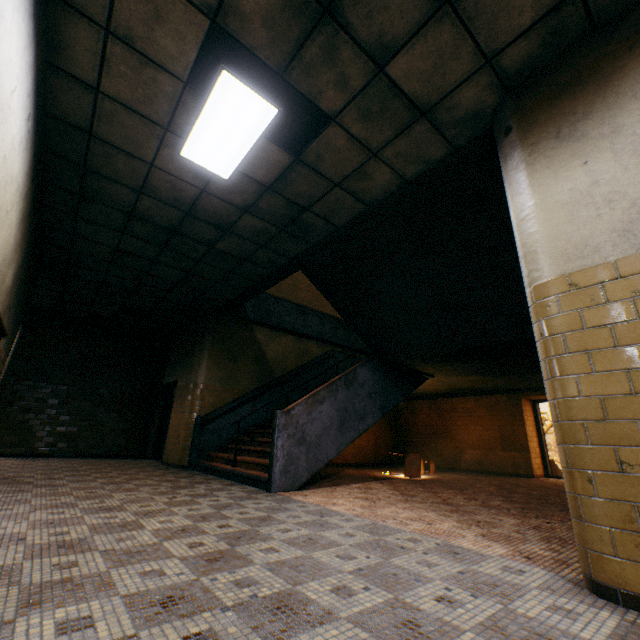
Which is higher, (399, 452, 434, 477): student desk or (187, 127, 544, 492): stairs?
(187, 127, 544, 492): stairs

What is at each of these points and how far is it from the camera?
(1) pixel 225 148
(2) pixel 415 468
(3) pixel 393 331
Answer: (1) lamp, 3.8m
(2) student desk, 7.7m
(3) stairs, 6.3m

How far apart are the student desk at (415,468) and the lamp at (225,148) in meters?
6.9

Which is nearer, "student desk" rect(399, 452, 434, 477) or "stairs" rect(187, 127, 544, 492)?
"stairs" rect(187, 127, 544, 492)

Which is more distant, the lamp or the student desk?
the student desk

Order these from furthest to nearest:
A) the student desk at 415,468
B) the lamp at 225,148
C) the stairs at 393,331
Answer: the student desk at 415,468 → the stairs at 393,331 → the lamp at 225,148

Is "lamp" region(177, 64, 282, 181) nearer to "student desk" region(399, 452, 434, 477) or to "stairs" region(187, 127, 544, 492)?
"stairs" region(187, 127, 544, 492)

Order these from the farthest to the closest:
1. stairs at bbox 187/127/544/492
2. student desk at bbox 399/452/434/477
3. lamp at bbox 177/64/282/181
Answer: student desk at bbox 399/452/434/477, stairs at bbox 187/127/544/492, lamp at bbox 177/64/282/181
